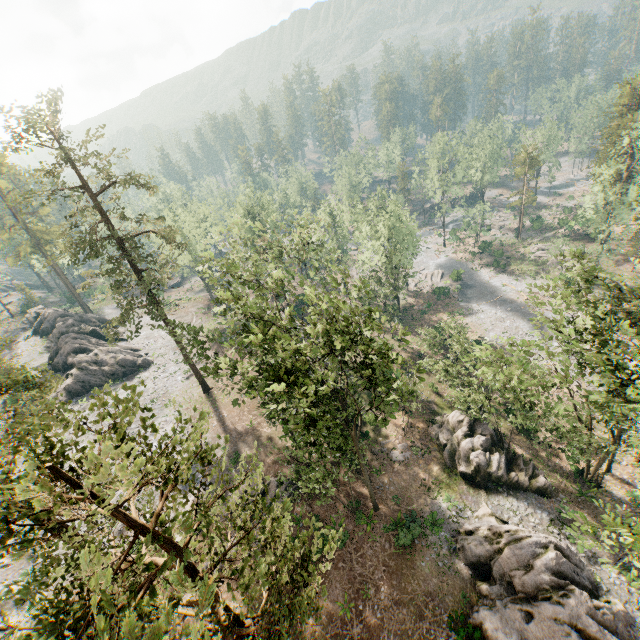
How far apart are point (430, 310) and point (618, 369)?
35.01m

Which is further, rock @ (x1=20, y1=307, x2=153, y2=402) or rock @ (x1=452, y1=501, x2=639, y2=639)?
rock @ (x1=20, y1=307, x2=153, y2=402)

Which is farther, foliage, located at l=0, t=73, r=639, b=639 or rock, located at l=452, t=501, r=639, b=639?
rock, located at l=452, t=501, r=639, b=639

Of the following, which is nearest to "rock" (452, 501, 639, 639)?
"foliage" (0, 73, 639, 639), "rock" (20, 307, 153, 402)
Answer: "foliage" (0, 73, 639, 639)

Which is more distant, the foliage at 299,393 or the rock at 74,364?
the rock at 74,364

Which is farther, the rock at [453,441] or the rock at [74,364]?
the rock at [74,364]

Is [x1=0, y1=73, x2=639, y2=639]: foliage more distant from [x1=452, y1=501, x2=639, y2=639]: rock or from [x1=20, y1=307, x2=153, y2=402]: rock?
[x1=452, y1=501, x2=639, y2=639]: rock
